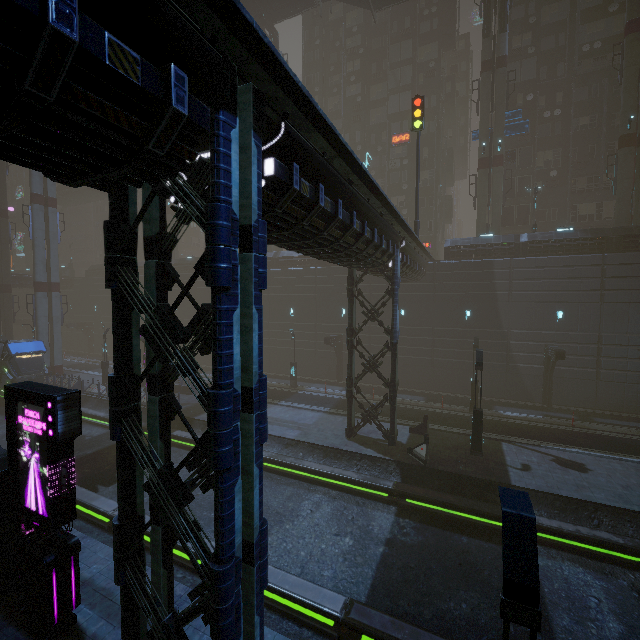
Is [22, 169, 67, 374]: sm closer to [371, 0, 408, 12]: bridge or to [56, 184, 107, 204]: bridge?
[56, 184, 107, 204]: bridge

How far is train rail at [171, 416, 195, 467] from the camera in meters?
19.1

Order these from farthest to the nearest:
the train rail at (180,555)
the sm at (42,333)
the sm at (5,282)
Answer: the sm at (5,282) → the sm at (42,333) → the train rail at (180,555)

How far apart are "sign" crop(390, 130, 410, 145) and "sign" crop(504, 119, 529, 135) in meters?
10.4 m

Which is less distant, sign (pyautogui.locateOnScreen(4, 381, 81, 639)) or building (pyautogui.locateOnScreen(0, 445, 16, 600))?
sign (pyautogui.locateOnScreen(4, 381, 81, 639))

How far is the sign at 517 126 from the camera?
30.39m

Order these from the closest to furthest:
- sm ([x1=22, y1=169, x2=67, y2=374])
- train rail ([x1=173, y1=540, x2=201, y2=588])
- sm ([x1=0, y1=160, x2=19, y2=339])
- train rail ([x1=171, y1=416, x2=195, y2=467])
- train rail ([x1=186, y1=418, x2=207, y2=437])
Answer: train rail ([x1=173, y1=540, x2=201, y2=588]) < train rail ([x1=171, y1=416, x2=195, y2=467]) < train rail ([x1=186, y1=418, x2=207, y2=437]) < sm ([x1=22, y1=169, x2=67, y2=374]) < sm ([x1=0, y1=160, x2=19, y2=339])

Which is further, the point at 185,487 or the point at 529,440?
the point at 529,440
